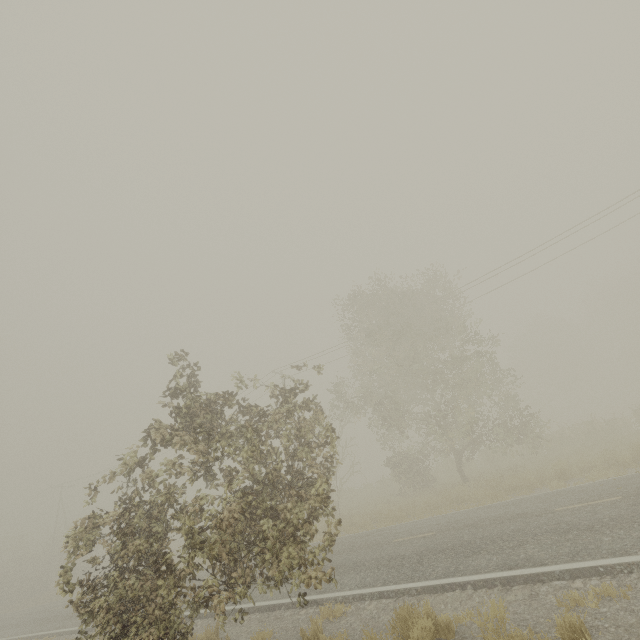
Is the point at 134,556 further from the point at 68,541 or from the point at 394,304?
the point at 394,304
